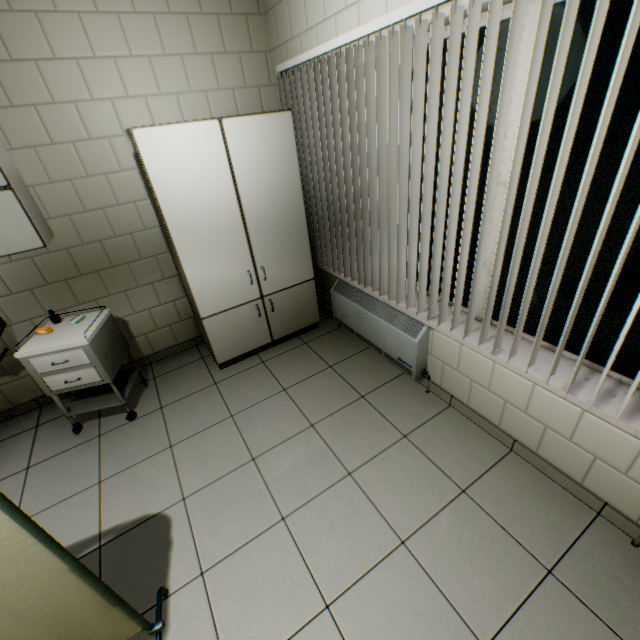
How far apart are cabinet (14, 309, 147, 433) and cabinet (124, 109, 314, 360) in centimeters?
71cm

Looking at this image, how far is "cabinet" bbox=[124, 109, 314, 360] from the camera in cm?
230

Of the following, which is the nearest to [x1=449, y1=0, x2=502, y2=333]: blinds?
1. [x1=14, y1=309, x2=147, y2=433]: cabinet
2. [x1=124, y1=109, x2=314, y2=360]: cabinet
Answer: [x1=124, y1=109, x2=314, y2=360]: cabinet

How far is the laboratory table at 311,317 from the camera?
3.0 meters

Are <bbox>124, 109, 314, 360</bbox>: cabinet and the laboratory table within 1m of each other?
yes

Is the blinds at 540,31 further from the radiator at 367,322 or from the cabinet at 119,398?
the cabinet at 119,398

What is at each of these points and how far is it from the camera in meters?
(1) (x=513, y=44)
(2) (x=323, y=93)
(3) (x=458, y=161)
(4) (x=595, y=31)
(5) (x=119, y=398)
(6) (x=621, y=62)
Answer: (1) blinds, 1.3 m
(2) blinds, 2.3 m
(3) blinds, 1.7 m
(4) blinds, 1.1 m
(5) cabinet, 2.7 m
(6) blinds, 1.1 m

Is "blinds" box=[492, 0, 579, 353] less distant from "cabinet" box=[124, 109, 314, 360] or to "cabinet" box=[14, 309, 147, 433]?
"cabinet" box=[124, 109, 314, 360]
